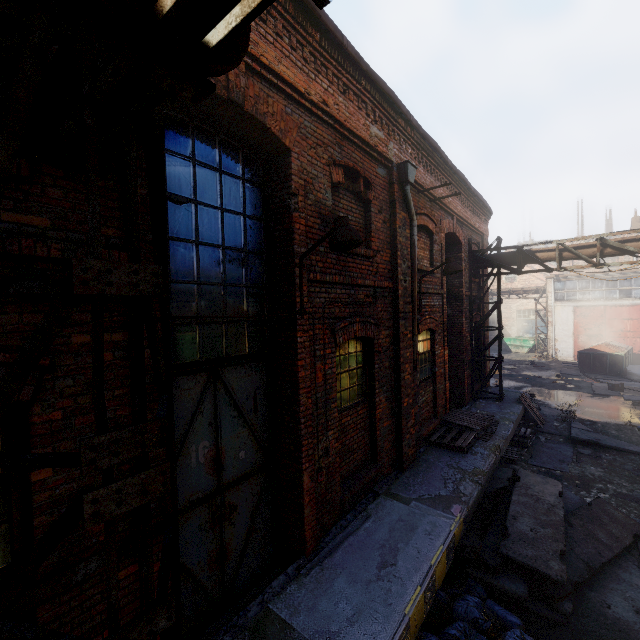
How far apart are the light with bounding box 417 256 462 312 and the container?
27.4m

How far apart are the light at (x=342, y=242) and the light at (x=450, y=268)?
3.87m

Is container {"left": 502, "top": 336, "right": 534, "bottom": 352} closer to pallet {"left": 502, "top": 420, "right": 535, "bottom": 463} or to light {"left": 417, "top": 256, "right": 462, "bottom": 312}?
pallet {"left": 502, "top": 420, "right": 535, "bottom": 463}

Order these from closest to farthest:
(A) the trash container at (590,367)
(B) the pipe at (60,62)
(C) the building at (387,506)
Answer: (B) the pipe at (60,62) < (C) the building at (387,506) < (A) the trash container at (590,367)

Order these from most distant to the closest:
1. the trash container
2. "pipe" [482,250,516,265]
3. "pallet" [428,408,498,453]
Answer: the trash container < "pipe" [482,250,516,265] < "pallet" [428,408,498,453]

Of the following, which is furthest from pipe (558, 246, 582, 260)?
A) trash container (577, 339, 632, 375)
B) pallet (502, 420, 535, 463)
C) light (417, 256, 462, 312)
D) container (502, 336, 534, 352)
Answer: container (502, 336, 534, 352)

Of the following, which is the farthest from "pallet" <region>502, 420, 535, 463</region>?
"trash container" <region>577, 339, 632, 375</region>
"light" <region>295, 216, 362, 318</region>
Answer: "trash container" <region>577, 339, 632, 375</region>

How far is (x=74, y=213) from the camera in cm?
248
